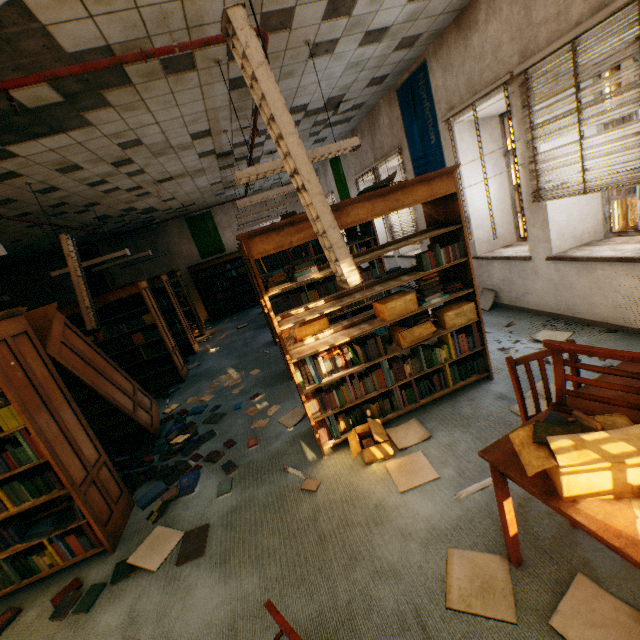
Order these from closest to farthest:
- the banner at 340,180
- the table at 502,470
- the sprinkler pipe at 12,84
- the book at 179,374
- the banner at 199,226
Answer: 1. the table at 502,470
2. the sprinkler pipe at 12,84
3. the book at 179,374
4. the banner at 340,180
5. the banner at 199,226

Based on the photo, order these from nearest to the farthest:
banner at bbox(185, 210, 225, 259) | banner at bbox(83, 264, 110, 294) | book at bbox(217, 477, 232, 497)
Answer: book at bbox(217, 477, 232, 497) < banner at bbox(83, 264, 110, 294) < banner at bbox(185, 210, 225, 259)

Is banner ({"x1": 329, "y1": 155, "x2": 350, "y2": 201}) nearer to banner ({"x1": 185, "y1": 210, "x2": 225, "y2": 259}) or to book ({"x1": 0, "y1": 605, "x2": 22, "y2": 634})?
banner ({"x1": 185, "y1": 210, "x2": 225, "y2": 259})

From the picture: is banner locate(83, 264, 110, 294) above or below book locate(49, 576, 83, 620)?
above

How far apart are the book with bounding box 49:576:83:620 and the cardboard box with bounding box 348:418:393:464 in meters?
2.0 m

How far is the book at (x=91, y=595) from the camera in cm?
237

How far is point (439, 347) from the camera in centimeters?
328cm

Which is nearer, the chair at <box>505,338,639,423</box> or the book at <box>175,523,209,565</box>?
the chair at <box>505,338,639,423</box>
